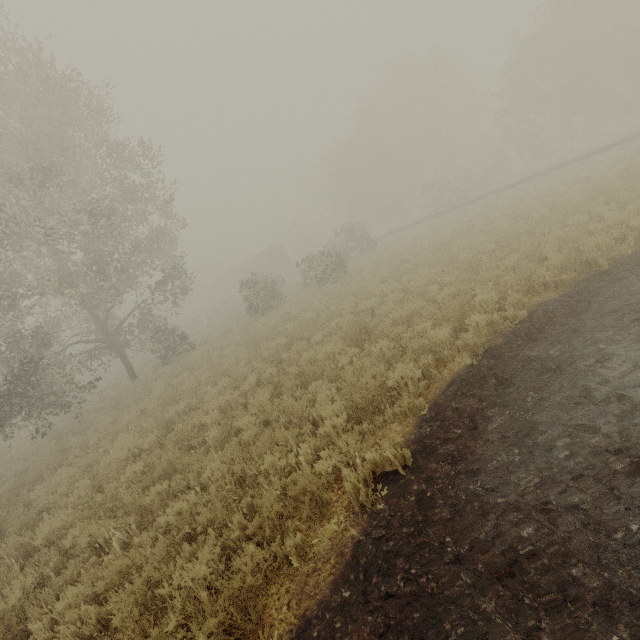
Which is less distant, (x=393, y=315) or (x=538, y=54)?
(x=393, y=315)

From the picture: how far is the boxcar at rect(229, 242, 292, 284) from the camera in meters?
48.3 m

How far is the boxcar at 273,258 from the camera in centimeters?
4831cm
